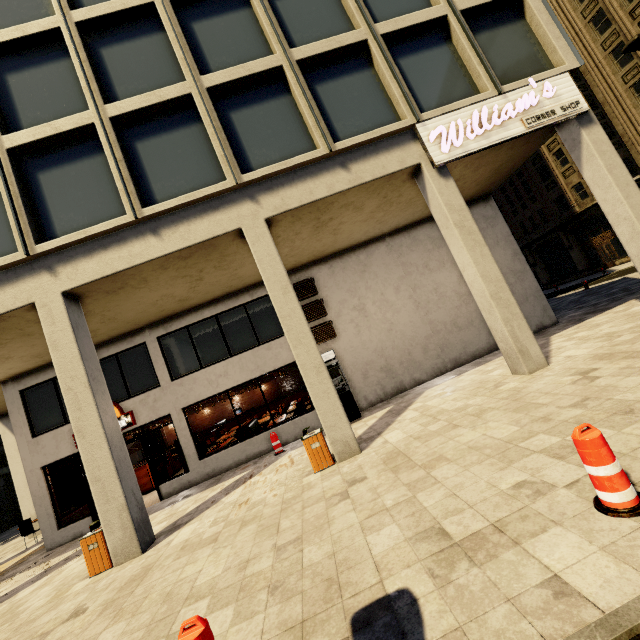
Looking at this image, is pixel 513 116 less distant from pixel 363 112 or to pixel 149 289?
pixel 363 112

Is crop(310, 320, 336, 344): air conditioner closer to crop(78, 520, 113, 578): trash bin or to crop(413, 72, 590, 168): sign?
crop(413, 72, 590, 168): sign

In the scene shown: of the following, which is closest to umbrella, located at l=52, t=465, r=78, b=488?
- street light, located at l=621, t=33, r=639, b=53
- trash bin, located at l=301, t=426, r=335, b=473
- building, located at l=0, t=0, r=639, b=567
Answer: building, located at l=0, t=0, r=639, b=567

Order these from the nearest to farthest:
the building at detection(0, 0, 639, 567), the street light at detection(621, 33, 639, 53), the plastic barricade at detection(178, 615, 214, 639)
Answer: the plastic barricade at detection(178, 615, 214, 639)
the building at detection(0, 0, 639, 567)
the street light at detection(621, 33, 639, 53)

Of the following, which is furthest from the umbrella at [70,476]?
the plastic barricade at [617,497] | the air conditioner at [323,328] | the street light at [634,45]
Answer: the street light at [634,45]

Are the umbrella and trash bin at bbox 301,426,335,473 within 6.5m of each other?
no

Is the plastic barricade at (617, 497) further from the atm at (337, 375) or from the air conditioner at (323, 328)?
the air conditioner at (323, 328)

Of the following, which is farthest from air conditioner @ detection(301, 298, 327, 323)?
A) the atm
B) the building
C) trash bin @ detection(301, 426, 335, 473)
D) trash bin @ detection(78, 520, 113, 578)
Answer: trash bin @ detection(78, 520, 113, 578)
